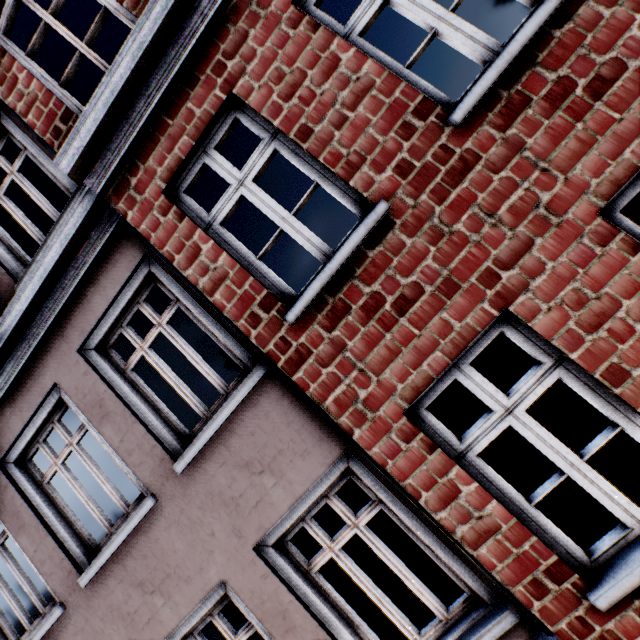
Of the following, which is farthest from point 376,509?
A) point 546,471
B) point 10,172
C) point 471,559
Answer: point 546,471
